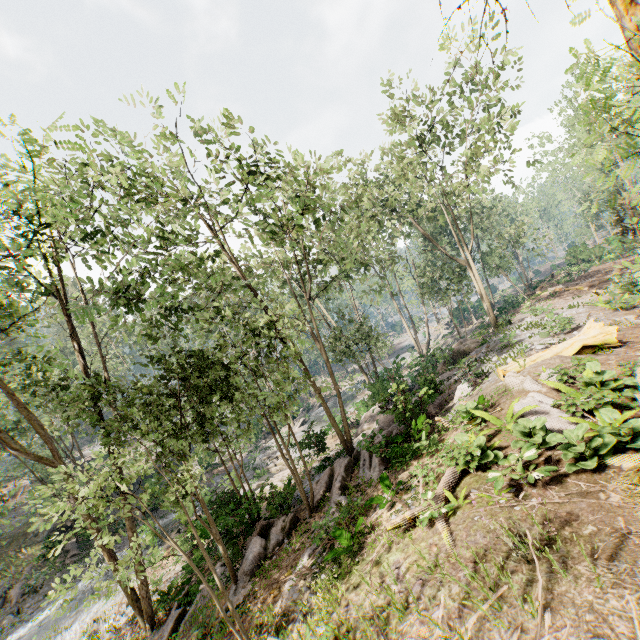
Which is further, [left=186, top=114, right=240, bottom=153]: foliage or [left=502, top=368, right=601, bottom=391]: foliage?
[left=186, top=114, right=240, bottom=153]: foliage

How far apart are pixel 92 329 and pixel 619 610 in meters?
19.2

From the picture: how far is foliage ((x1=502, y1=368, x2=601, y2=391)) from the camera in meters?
9.6

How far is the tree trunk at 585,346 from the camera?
11.6 meters

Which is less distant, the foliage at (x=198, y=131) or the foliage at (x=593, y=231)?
the foliage at (x=198, y=131)
